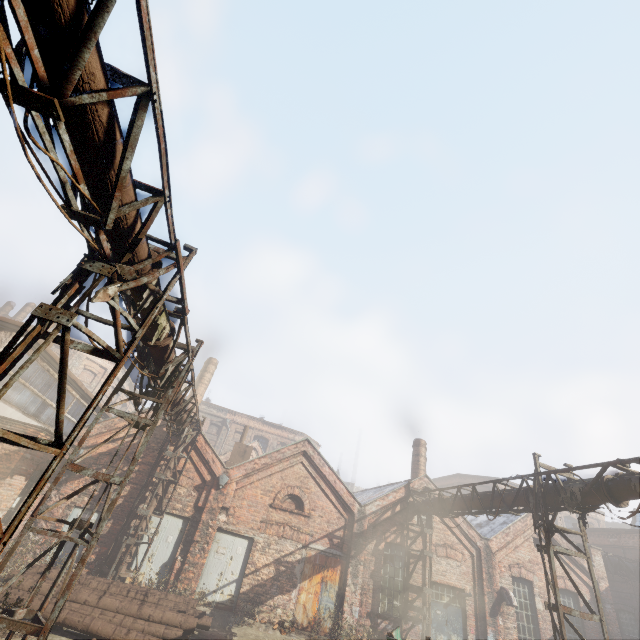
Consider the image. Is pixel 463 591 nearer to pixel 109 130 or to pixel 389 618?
pixel 389 618

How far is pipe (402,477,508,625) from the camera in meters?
12.1 m

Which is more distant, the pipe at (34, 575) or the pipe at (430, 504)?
the pipe at (430, 504)

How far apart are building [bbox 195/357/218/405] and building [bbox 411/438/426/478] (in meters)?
15.02

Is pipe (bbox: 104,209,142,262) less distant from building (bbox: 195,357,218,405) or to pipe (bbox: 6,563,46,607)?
pipe (bbox: 6,563,46,607)

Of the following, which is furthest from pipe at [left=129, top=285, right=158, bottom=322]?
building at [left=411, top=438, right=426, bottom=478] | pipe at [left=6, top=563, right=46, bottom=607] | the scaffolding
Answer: building at [left=411, top=438, right=426, bottom=478]

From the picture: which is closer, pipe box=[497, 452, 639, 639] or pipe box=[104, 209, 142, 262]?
pipe box=[104, 209, 142, 262]

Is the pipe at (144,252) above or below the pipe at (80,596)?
above
